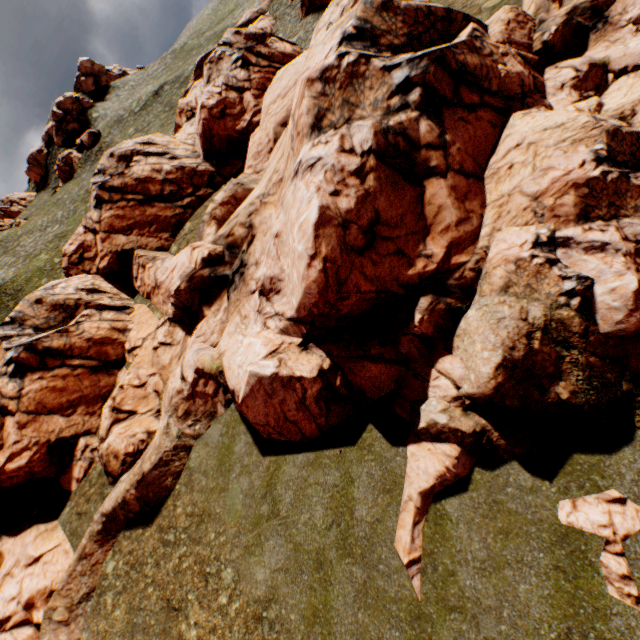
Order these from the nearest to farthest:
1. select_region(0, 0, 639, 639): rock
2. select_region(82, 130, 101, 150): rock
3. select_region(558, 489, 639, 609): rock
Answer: select_region(558, 489, 639, 609): rock < select_region(0, 0, 639, 639): rock < select_region(82, 130, 101, 150): rock

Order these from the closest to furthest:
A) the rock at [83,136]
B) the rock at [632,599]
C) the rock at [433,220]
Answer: the rock at [632,599]
the rock at [433,220]
the rock at [83,136]

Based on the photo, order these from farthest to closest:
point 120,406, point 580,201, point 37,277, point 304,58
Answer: point 37,277 → point 304,58 → point 120,406 → point 580,201

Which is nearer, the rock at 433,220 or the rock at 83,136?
the rock at 433,220

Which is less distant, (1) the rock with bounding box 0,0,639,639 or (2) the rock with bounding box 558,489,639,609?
(2) the rock with bounding box 558,489,639,609

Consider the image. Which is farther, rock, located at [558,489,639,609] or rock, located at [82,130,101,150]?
rock, located at [82,130,101,150]

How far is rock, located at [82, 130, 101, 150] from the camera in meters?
58.7 m
